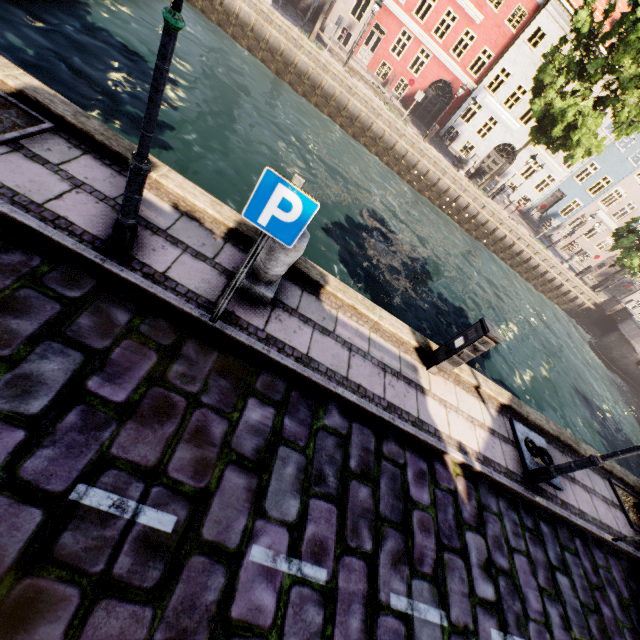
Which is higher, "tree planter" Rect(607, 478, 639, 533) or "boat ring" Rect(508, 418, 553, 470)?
"boat ring" Rect(508, 418, 553, 470)

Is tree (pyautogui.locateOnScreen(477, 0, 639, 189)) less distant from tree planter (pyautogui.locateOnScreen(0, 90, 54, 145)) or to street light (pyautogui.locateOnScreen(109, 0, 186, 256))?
tree planter (pyautogui.locateOnScreen(0, 90, 54, 145))

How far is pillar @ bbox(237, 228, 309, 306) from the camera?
3.7m

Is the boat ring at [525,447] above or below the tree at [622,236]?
below

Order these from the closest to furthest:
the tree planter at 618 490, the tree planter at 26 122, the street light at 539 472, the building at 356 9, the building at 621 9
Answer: the tree planter at 26 122 < the street light at 539 472 < the tree planter at 618 490 < the building at 621 9 < the building at 356 9

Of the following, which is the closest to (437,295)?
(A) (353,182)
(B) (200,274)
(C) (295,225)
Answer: A: (A) (353,182)

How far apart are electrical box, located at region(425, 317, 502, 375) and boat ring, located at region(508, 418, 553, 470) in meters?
1.9 m

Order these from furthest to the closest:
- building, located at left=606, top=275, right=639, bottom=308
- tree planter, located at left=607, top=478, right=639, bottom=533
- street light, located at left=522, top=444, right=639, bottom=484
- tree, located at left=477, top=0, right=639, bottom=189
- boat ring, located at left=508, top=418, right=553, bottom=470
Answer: building, located at left=606, top=275, right=639, bottom=308 < tree, located at left=477, top=0, right=639, bottom=189 < tree planter, located at left=607, top=478, right=639, bottom=533 < boat ring, located at left=508, top=418, right=553, bottom=470 < street light, located at left=522, top=444, right=639, bottom=484
